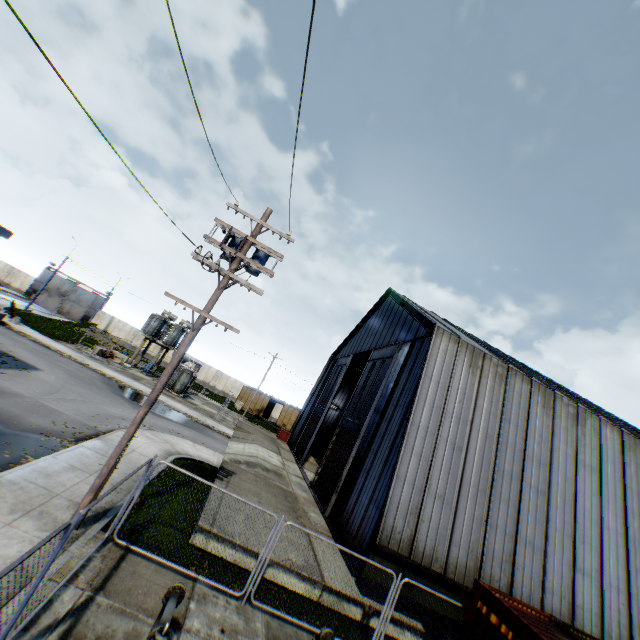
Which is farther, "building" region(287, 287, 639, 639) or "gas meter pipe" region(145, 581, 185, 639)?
"building" region(287, 287, 639, 639)

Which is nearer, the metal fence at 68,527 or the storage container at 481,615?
the metal fence at 68,527

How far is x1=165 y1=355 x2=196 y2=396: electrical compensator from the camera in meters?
32.9 m

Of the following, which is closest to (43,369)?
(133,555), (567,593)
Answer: (133,555)

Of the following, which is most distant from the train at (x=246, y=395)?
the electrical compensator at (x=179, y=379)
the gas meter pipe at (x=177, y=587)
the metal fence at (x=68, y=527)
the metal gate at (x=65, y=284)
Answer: the gas meter pipe at (x=177, y=587)

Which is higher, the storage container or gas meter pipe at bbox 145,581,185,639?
the storage container

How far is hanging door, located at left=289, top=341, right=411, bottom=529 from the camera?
17.3 meters

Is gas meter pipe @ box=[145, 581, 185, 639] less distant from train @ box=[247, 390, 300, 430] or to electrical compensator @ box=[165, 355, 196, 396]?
electrical compensator @ box=[165, 355, 196, 396]
